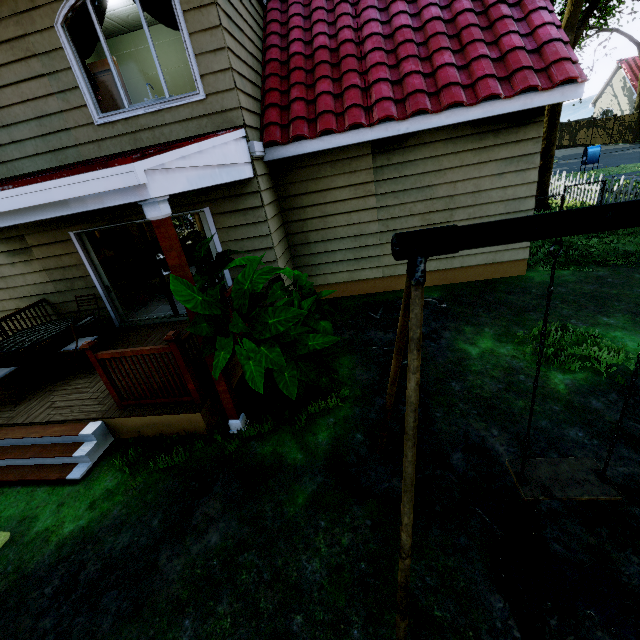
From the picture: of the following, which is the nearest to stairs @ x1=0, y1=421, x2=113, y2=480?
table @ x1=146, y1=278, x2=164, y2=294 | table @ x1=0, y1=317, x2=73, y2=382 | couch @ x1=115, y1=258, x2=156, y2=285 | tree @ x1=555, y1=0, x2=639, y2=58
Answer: table @ x1=0, y1=317, x2=73, y2=382

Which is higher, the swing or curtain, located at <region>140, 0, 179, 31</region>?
curtain, located at <region>140, 0, 179, 31</region>

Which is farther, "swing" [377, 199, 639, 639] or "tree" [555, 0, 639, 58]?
"tree" [555, 0, 639, 58]

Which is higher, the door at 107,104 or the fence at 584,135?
the door at 107,104

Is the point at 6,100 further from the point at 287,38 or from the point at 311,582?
the point at 311,582

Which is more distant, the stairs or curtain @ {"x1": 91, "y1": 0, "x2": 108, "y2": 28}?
curtain @ {"x1": 91, "y1": 0, "x2": 108, "y2": 28}

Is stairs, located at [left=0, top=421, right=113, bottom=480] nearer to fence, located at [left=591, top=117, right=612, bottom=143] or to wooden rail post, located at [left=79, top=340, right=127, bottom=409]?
wooden rail post, located at [left=79, top=340, right=127, bottom=409]

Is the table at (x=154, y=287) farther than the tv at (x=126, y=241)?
No
